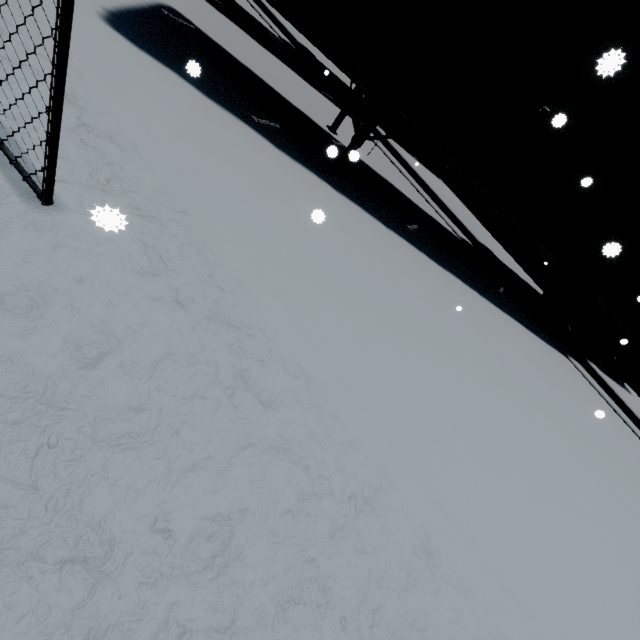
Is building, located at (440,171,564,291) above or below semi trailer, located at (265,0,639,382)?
below

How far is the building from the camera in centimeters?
1398cm

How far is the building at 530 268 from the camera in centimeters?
1398cm

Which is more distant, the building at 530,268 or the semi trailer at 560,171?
the building at 530,268

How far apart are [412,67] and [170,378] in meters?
4.9

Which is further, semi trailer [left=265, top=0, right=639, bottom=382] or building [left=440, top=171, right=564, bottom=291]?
building [left=440, top=171, right=564, bottom=291]
